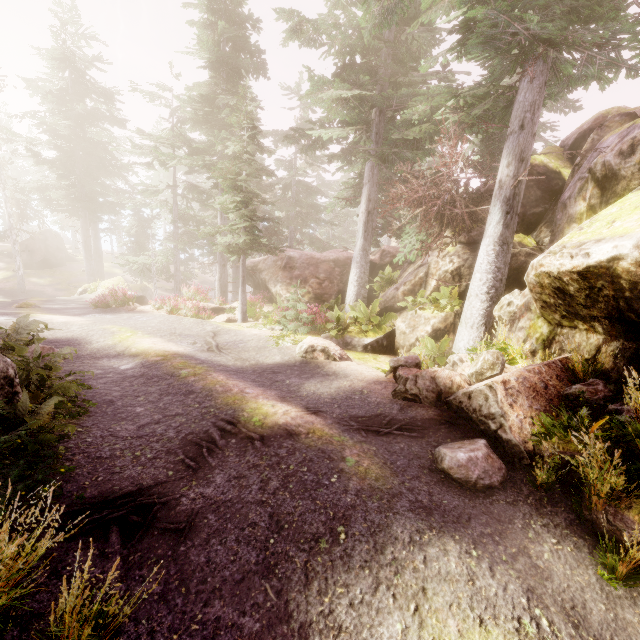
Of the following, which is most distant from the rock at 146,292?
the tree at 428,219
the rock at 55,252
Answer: the rock at 55,252

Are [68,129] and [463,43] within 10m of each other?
no

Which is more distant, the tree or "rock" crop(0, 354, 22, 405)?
the tree

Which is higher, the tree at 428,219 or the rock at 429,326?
the tree at 428,219

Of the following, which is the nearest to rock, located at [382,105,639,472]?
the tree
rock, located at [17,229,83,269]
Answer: the tree

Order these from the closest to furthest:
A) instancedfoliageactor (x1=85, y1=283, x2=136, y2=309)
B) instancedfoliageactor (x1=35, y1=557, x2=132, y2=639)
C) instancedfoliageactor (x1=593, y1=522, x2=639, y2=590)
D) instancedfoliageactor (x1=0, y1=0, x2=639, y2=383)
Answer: instancedfoliageactor (x1=35, y1=557, x2=132, y2=639) < instancedfoliageactor (x1=593, y1=522, x2=639, y2=590) < instancedfoliageactor (x1=0, y1=0, x2=639, y2=383) < instancedfoliageactor (x1=85, y1=283, x2=136, y2=309)
